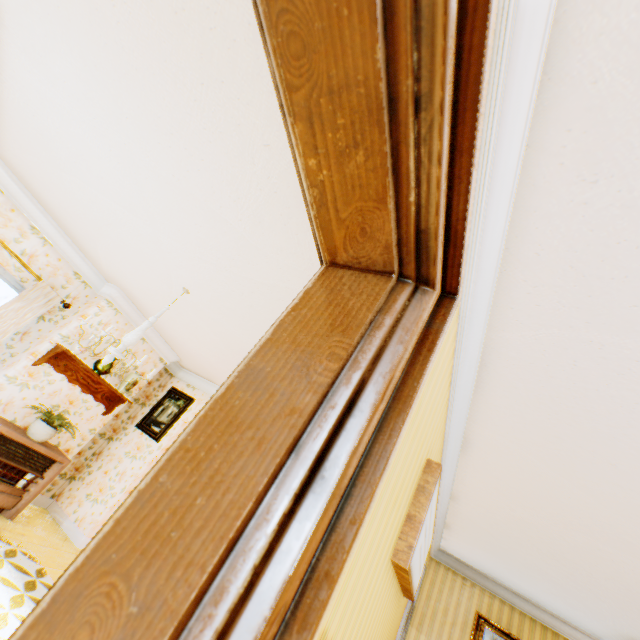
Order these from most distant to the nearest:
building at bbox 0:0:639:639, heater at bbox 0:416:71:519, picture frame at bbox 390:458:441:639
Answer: heater at bbox 0:416:71:519
picture frame at bbox 390:458:441:639
building at bbox 0:0:639:639

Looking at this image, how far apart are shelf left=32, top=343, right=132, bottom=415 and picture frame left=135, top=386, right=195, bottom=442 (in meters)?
0.78

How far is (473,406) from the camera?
2.6m

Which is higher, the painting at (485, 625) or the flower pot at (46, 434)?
the painting at (485, 625)

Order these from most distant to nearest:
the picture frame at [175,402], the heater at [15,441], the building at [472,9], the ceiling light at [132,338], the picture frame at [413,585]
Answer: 1. the picture frame at [175,402]
2. the heater at [15,441]
3. the ceiling light at [132,338]
4. the picture frame at [413,585]
5. the building at [472,9]

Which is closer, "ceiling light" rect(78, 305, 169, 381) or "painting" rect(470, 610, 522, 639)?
"ceiling light" rect(78, 305, 169, 381)

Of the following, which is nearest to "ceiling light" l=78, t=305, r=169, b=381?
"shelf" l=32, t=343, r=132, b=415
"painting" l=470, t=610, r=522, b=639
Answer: "shelf" l=32, t=343, r=132, b=415

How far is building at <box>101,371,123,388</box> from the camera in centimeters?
556cm
